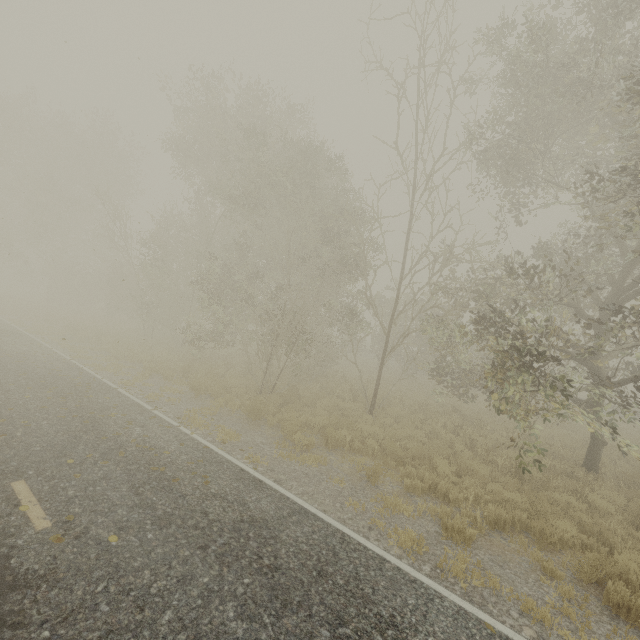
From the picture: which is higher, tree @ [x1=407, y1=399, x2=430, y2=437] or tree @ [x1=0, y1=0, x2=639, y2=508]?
tree @ [x1=0, y1=0, x2=639, y2=508]

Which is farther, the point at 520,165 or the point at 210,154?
the point at 210,154

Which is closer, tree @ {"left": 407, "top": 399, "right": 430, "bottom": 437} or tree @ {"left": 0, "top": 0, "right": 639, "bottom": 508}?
tree @ {"left": 0, "top": 0, "right": 639, "bottom": 508}

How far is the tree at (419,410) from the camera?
11.7 meters

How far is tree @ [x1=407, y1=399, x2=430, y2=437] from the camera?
11.7m

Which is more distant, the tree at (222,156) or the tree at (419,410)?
the tree at (419,410)
